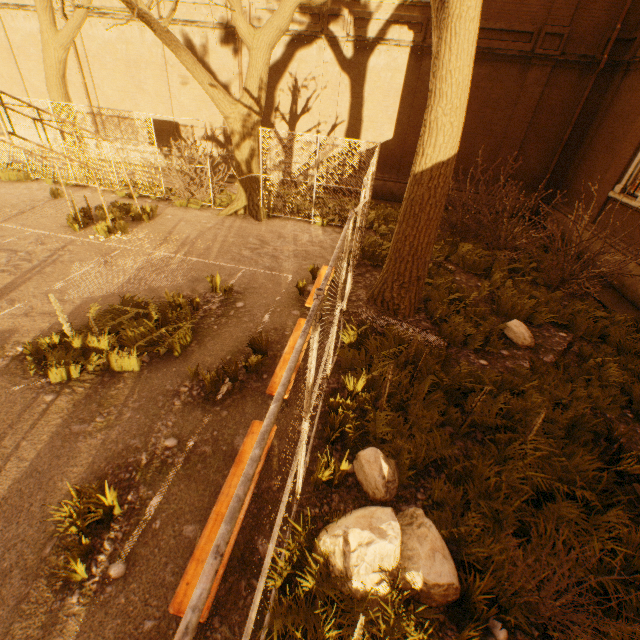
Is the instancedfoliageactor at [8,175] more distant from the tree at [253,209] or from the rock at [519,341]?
the rock at [519,341]

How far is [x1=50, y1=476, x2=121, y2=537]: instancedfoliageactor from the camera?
3.3 meters

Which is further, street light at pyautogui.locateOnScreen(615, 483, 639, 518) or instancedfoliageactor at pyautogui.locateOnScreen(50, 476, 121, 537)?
street light at pyautogui.locateOnScreen(615, 483, 639, 518)

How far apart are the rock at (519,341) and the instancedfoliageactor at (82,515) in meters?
7.5

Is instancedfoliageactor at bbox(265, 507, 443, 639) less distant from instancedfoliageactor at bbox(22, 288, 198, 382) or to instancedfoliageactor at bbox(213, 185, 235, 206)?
instancedfoliageactor at bbox(22, 288, 198, 382)

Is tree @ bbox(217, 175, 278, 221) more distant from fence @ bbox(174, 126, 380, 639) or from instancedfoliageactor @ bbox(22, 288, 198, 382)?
instancedfoliageactor @ bbox(22, 288, 198, 382)

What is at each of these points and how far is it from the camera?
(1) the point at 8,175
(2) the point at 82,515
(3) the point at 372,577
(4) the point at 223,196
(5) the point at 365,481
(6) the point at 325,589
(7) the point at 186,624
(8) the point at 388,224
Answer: (1) instancedfoliageactor, 13.0 meters
(2) instancedfoliageactor, 3.4 meters
(3) rock, 3.1 meters
(4) instancedfoliageactor, 13.5 meters
(5) rock, 4.1 meters
(6) instancedfoliageactor, 3.1 meters
(7) fence, 0.8 meters
(8) instancedfoliageactor, 12.4 meters

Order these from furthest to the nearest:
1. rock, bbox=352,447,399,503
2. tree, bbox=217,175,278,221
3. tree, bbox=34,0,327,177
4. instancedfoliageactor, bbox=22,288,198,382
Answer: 1. tree, bbox=217,175,278,221
2. tree, bbox=34,0,327,177
3. instancedfoliageactor, bbox=22,288,198,382
4. rock, bbox=352,447,399,503
